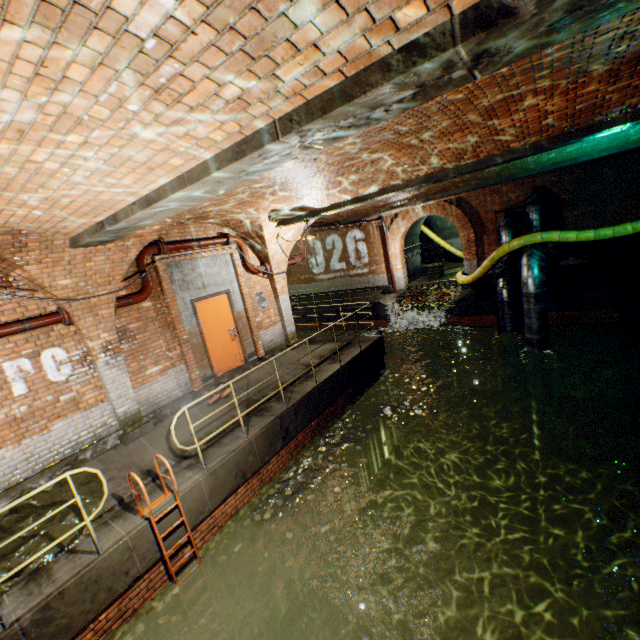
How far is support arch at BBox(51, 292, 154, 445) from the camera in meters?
6.1

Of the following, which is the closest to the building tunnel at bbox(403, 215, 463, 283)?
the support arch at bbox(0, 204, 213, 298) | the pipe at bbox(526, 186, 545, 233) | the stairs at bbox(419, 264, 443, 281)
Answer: the stairs at bbox(419, 264, 443, 281)

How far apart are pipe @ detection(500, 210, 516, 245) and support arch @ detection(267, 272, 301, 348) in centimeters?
669cm

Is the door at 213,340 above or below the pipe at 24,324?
below

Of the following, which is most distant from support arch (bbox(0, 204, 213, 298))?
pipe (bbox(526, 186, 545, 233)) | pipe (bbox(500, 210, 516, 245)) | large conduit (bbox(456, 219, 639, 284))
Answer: pipe (bbox(500, 210, 516, 245))

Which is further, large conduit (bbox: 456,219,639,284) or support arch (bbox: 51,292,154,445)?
large conduit (bbox: 456,219,639,284)

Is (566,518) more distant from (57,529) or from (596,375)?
(57,529)

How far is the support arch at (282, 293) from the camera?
10.3 meters
